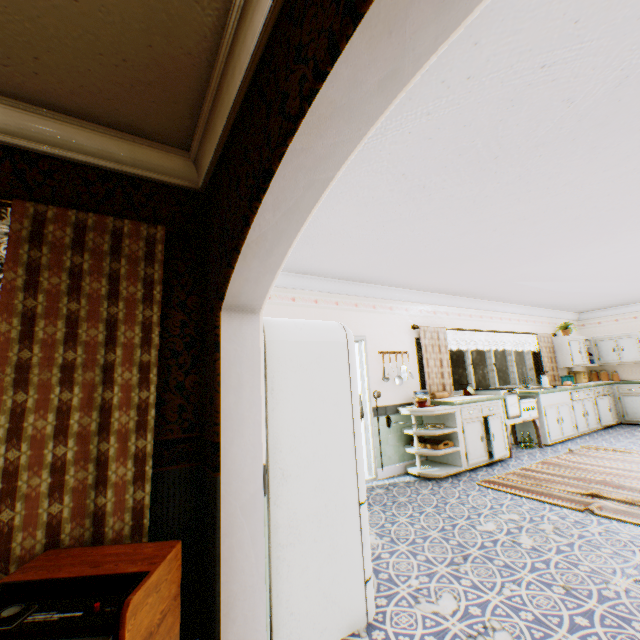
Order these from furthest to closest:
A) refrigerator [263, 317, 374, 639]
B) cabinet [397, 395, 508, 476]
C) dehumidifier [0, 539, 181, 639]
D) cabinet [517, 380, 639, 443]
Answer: cabinet [517, 380, 639, 443]
cabinet [397, 395, 508, 476]
refrigerator [263, 317, 374, 639]
dehumidifier [0, 539, 181, 639]

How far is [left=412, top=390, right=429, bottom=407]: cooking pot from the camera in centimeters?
518cm

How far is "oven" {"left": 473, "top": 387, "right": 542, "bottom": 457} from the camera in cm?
604

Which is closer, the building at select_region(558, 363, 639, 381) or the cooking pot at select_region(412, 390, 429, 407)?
the cooking pot at select_region(412, 390, 429, 407)

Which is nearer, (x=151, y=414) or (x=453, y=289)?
(x=151, y=414)

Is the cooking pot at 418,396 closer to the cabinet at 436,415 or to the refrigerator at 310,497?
the cabinet at 436,415

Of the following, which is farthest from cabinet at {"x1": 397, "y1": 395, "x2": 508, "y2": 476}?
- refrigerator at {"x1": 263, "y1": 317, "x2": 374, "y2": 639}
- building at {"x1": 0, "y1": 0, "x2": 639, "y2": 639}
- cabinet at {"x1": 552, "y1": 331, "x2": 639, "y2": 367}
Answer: cabinet at {"x1": 552, "y1": 331, "x2": 639, "y2": 367}

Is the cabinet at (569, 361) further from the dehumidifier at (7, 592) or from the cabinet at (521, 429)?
the dehumidifier at (7, 592)
